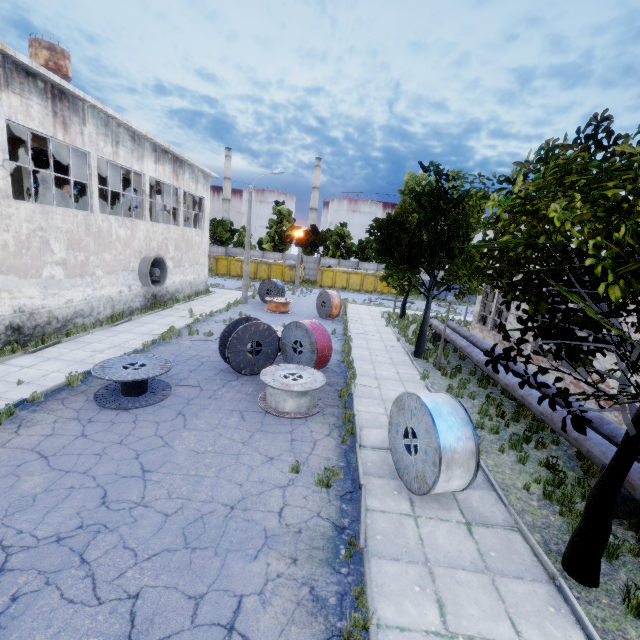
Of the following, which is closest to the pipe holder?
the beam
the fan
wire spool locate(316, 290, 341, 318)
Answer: wire spool locate(316, 290, 341, 318)

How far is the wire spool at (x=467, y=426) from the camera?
6.0 meters

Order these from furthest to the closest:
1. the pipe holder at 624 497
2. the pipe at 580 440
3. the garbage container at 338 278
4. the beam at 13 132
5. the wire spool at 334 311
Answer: the garbage container at 338 278, the wire spool at 334 311, the beam at 13 132, the pipe at 580 440, the pipe holder at 624 497

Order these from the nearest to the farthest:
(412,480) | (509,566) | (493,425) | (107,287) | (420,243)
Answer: (509,566) → (412,480) → (493,425) → (420,243) → (107,287)

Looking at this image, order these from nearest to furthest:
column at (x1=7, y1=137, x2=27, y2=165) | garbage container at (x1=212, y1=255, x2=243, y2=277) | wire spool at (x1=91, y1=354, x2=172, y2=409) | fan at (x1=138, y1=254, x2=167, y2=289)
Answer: wire spool at (x1=91, y1=354, x2=172, y2=409)
column at (x1=7, y1=137, x2=27, y2=165)
fan at (x1=138, y1=254, x2=167, y2=289)
garbage container at (x1=212, y1=255, x2=243, y2=277)

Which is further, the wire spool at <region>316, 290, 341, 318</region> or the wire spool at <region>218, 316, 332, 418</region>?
the wire spool at <region>316, 290, 341, 318</region>

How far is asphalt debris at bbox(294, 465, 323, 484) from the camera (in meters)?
6.85

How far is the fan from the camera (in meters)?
18.70
